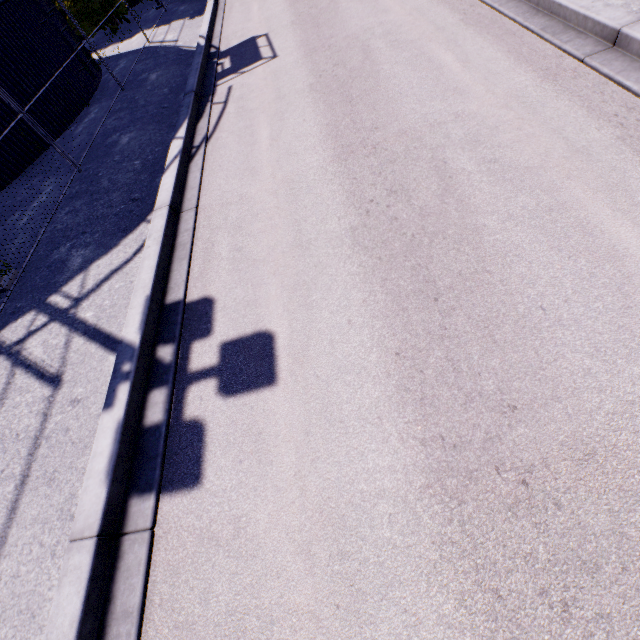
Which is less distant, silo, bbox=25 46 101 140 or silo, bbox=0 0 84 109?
silo, bbox=0 0 84 109

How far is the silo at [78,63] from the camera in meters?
10.4

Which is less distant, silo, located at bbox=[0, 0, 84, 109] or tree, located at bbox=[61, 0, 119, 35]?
silo, located at bbox=[0, 0, 84, 109]

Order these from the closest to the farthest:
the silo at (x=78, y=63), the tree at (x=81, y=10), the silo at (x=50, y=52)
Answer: the silo at (x=50, y=52), the silo at (x=78, y=63), the tree at (x=81, y=10)

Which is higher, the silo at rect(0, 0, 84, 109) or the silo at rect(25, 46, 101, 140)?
the silo at rect(0, 0, 84, 109)

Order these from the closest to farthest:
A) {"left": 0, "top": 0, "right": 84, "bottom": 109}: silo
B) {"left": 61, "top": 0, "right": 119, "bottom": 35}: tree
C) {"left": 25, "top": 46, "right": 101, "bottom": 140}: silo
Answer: {"left": 0, "top": 0, "right": 84, "bottom": 109}: silo
{"left": 25, "top": 46, "right": 101, "bottom": 140}: silo
{"left": 61, "top": 0, "right": 119, "bottom": 35}: tree

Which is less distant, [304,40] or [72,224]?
[72,224]
